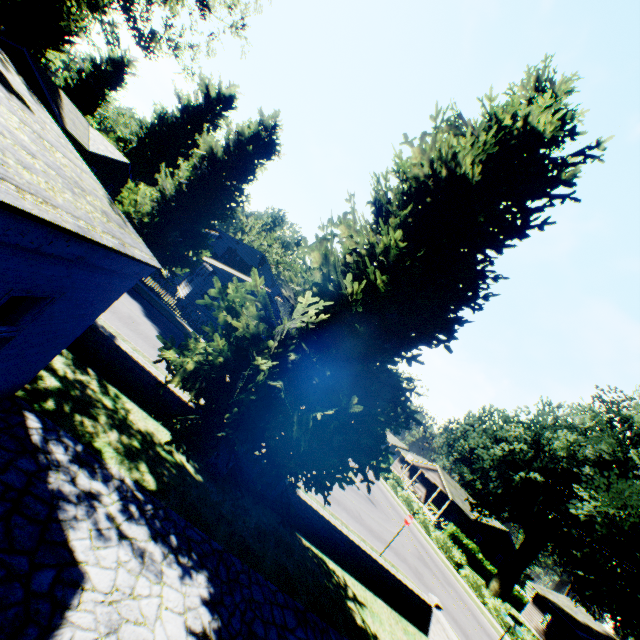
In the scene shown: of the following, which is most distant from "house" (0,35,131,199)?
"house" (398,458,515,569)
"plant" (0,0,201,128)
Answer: "house" (398,458,515,569)

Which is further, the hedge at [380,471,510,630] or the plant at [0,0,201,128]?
the hedge at [380,471,510,630]

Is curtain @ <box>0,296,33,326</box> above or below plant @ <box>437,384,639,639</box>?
below

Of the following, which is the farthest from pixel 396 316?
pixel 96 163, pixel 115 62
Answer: pixel 115 62

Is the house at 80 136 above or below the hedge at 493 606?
above

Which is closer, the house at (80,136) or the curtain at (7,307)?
the curtain at (7,307)

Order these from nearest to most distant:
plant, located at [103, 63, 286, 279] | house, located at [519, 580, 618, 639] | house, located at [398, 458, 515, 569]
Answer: plant, located at [103, 63, 286, 279]
house, located at [519, 580, 618, 639]
house, located at [398, 458, 515, 569]

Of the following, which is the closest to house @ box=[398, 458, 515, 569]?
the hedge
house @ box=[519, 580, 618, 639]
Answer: house @ box=[519, 580, 618, 639]
